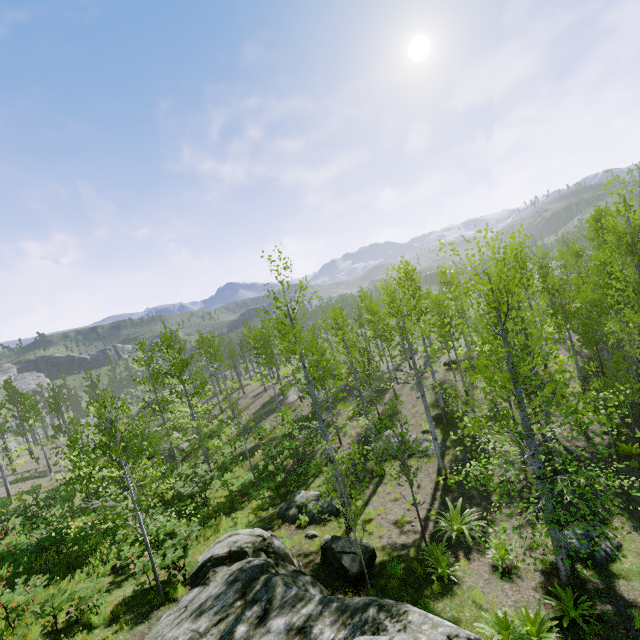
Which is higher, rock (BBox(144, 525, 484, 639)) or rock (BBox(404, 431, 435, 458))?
rock (BBox(144, 525, 484, 639))

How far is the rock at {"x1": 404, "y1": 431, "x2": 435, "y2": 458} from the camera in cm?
1732

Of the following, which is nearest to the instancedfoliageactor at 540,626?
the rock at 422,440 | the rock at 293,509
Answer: the rock at 293,509

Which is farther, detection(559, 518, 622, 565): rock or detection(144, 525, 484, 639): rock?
detection(559, 518, 622, 565): rock

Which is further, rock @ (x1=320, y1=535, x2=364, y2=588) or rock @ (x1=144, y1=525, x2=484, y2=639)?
rock @ (x1=320, y1=535, x2=364, y2=588)

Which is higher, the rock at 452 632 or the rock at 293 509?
the rock at 452 632

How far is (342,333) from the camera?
36.50m
